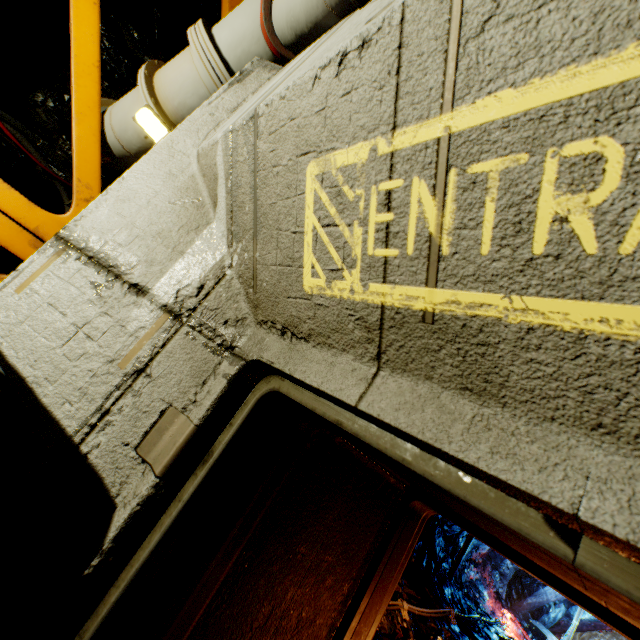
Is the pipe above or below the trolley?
above

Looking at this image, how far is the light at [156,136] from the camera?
1.87m

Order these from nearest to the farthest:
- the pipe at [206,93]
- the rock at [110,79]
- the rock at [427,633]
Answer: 1. the pipe at [206,93]
2. the rock at [110,79]
3. the rock at [427,633]

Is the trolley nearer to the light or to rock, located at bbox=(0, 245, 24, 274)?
rock, located at bbox=(0, 245, 24, 274)

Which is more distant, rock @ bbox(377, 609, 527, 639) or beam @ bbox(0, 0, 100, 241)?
rock @ bbox(377, 609, 527, 639)

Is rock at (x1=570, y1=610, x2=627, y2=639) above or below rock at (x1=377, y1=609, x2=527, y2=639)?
above

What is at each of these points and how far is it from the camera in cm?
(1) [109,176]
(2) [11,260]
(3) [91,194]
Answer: (1) rock, 413
(2) rock, 377
(3) beam, 274

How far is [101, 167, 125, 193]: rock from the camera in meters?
4.1 m
